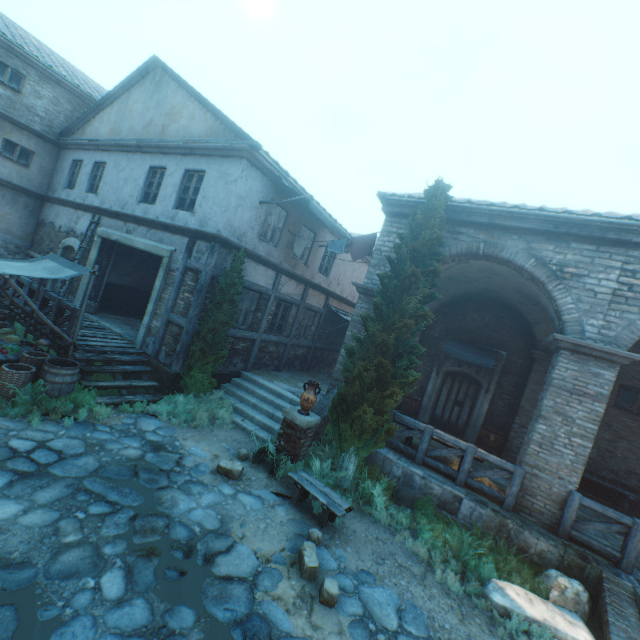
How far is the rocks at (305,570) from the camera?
4.69m

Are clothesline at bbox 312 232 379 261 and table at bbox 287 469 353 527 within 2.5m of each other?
no

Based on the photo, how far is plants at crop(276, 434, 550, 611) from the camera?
5.7 meters

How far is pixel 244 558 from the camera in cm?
470

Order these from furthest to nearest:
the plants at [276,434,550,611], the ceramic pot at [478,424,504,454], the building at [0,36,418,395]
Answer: the ceramic pot at [478,424,504,454] → the building at [0,36,418,395] → the plants at [276,434,550,611]

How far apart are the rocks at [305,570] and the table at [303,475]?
0.63m

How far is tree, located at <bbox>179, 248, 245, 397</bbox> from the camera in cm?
873

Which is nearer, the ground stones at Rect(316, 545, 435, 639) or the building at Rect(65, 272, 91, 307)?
the ground stones at Rect(316, 545, 435, 639)
